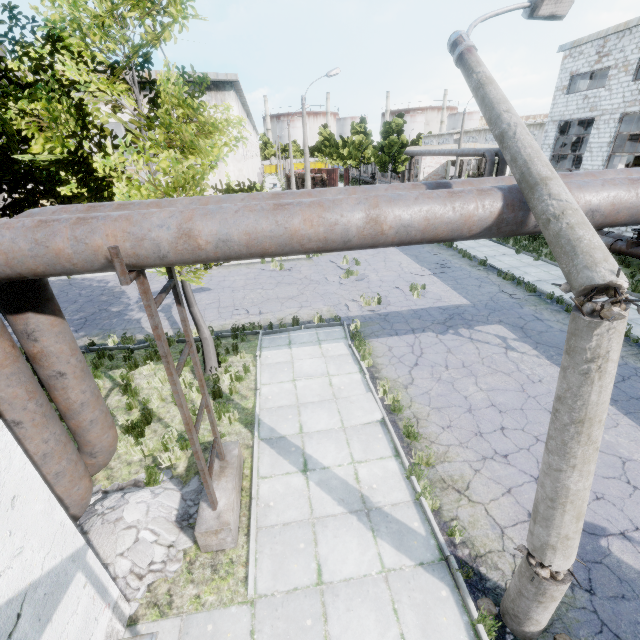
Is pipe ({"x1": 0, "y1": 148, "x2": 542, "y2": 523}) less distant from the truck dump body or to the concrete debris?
the concrete debris

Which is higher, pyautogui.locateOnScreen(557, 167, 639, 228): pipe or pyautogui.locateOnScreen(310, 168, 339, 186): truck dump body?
pyautogui.locateOnScreen(557, 167, 639, 228): pipe

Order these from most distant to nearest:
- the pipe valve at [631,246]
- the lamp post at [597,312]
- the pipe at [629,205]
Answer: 1. the pipe valve at [631,246]
2. the pipe at [629,205]
3. the lamp post at [597,312]

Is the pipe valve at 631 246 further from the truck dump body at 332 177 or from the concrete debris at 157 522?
the truck dump body at 332 177

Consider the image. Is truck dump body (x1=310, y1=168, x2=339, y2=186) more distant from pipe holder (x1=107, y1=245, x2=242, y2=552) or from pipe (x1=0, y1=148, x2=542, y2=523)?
pipe holder (x1=107, y1=245, x2=242, y2=552)

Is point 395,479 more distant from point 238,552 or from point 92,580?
point 92,580

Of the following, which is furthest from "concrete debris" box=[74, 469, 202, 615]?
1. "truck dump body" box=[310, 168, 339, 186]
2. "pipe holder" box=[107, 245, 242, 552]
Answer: "truck dump body" box=[310, 168, 339, 186]

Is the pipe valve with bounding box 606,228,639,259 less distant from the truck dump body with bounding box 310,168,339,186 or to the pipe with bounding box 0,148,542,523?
the pipe with bounding box 0,148,542,523
